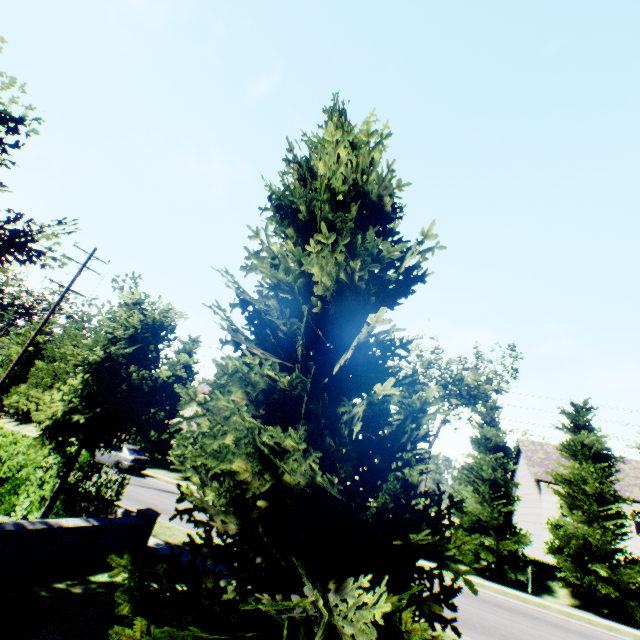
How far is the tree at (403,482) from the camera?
21.0 meters

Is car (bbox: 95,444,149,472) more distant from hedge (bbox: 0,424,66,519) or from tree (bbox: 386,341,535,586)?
hedge (bbox: 0,424,66,519)

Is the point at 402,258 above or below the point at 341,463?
above

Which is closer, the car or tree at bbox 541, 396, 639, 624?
tree at bbox 541, 396, 639, 624

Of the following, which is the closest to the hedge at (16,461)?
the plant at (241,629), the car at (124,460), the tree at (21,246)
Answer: the tree at (21,246)

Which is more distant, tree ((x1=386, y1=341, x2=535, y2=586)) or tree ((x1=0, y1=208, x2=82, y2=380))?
tree ((x1=386, y1=341, x2=535, y2=586))

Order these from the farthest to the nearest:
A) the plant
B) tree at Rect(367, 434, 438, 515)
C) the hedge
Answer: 1. tree at Rect(367, 434, 438, 515)
2. the hedge
3. the plant
